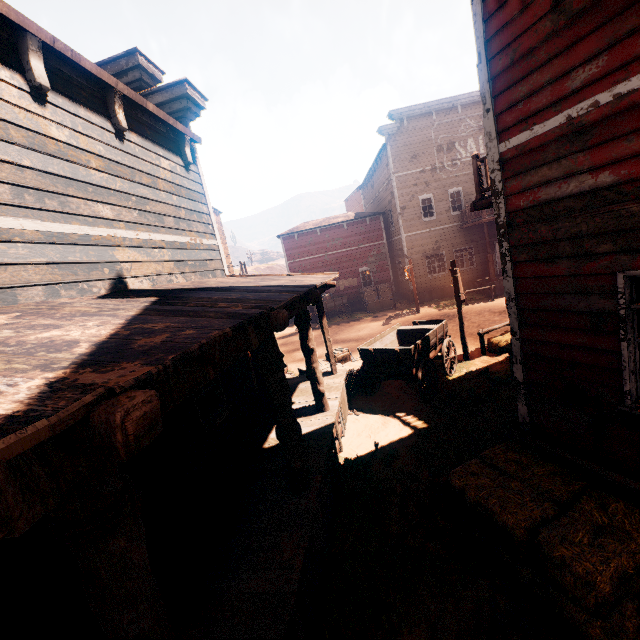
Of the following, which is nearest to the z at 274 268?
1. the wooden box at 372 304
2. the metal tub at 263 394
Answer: the wooden box at 372 304

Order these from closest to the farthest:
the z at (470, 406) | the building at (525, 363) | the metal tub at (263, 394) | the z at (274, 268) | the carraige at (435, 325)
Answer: the building at (525, 363), the z at (470, 406), the metal tub at (263, 394), the carraige at (435, 325), the z at (274, 268)

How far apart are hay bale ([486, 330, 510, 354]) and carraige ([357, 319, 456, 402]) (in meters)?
1.43

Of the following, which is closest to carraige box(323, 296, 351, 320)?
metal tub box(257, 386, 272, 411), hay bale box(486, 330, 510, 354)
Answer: hay bale box(486, 330, 510, 354)

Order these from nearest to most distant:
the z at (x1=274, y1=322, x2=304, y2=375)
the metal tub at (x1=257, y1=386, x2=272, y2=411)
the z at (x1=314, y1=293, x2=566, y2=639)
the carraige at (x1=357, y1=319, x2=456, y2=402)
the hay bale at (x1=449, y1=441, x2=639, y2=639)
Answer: the hay bale at (x1=449, y1=441, x2=639, y2=639), the z at (x1=314, y1=293, x2=566, y2=639), the metal tub at (x1=257, y1=386, x2=272, y2=411), the carraige at (x1=357, y1=319, x2=456, y2=402), the z at (x1=274, y1=322, x2=304, y2=375)

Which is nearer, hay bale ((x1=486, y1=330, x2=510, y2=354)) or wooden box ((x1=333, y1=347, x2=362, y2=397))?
wooden box ((x1=333, y1=347, x2=362, y2=397))

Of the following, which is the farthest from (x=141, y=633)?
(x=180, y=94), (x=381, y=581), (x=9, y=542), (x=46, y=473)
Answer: (x=180, y=94)

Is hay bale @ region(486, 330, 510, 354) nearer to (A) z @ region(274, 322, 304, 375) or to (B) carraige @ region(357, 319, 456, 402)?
(A) z @ region(274, 322, 304, 375)
